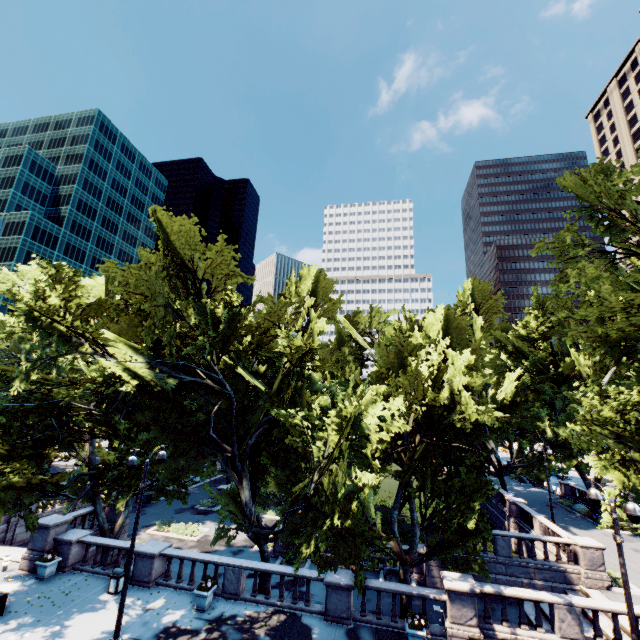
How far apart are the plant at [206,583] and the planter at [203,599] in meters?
0.0 m

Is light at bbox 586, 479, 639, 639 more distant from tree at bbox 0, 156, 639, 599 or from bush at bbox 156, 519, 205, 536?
bush at bbox 156, 519, 205, 536

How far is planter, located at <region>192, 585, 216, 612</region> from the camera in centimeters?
1509cm

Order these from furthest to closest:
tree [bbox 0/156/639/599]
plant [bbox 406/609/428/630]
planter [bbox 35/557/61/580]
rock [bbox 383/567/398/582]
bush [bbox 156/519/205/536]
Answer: bush [bbox 156/519/205/536] < rock [bbox 383/567/398/582] < planter [bbox 35/557/61/580] < tree [bbox 0/156/639/599] < plant [bbox 406/609/428/630]

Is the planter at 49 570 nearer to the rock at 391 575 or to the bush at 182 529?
the bush at 182 529

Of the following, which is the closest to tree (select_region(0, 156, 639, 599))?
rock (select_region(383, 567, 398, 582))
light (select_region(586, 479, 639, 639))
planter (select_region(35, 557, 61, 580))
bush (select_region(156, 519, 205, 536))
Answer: planter (select_region(35, 557, 61, 580))

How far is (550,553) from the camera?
23.2 meters

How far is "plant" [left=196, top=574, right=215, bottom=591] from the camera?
15.3 meters
